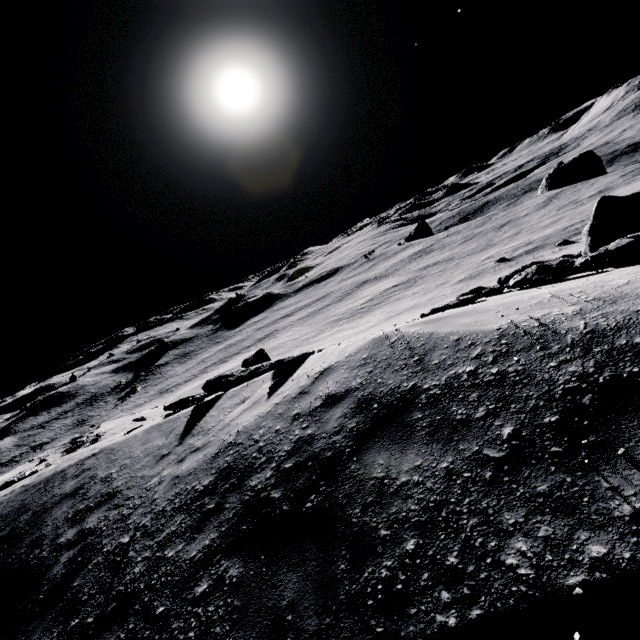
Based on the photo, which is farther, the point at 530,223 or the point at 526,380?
the point at 530,223
